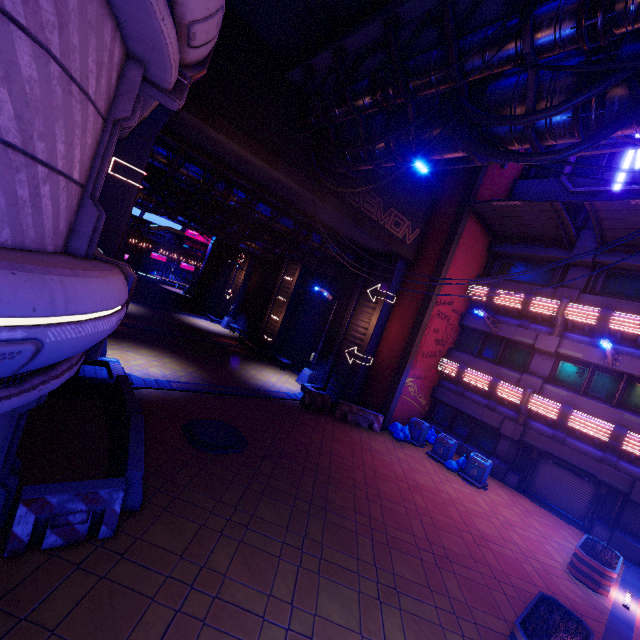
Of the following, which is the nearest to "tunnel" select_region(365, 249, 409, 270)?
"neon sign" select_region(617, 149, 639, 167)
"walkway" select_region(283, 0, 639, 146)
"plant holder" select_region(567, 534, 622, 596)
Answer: "walkway" select_region(283, 0, 639, 146)

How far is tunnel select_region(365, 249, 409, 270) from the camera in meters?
17.8

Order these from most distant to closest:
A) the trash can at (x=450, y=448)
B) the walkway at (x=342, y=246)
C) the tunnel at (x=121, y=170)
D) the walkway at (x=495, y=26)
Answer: the walkway at (x=342, y=246)
the trash can at (x=450, y=448)
the tunnel at (x=121, y=170)
the walkway at (x=495, y=26)

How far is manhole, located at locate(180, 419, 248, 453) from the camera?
9.7 meters

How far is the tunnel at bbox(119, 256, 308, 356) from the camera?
21.7m

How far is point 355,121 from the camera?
11.1 meters

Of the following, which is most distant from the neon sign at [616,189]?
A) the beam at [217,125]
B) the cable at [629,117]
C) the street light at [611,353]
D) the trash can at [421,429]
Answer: the trash can at [421,429]

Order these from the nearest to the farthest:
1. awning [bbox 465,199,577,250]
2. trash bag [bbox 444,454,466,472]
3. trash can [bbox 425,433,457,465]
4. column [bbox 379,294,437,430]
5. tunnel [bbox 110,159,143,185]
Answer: tunnel [bbox 110,159,143,185] < awning [bbox 465,199,577,250] < trash bag [bbox 444,454,466,472] < trash can [bbox 425,433,457,465] < column [bbox 379,294,437,430]
